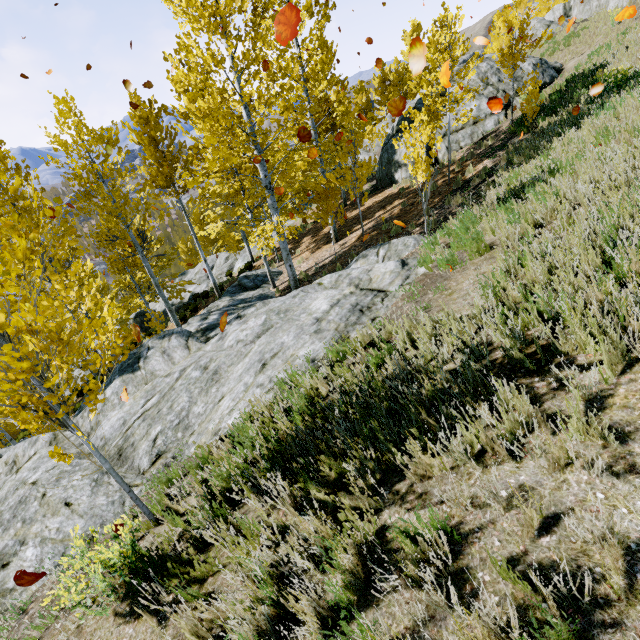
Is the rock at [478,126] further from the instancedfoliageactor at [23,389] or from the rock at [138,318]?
the rock at [138,318]

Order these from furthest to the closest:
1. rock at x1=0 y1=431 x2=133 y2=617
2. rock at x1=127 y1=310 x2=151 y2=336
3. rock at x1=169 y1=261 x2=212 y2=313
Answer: rock at x1=127 y1=310 x2=151 y2=336, rock at x1=169 y1=261 x2=212 y2=313, rock at x1=0 y1=431 x2=133 y2=617

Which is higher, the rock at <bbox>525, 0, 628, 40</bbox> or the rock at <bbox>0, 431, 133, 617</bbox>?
the rock at <bbox>525, 0, 628, 40</bbox>

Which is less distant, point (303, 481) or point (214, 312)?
point (303, 481)

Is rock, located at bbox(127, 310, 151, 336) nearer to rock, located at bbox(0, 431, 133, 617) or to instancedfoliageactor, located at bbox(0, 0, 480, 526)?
instancedfoliageactor, located at bbox(0, 0, 480, 526)

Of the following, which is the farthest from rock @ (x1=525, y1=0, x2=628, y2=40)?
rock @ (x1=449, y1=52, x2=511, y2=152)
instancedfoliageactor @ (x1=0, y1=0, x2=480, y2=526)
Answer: rock @ (x1=449, y1=52, x2=511, y2=152)

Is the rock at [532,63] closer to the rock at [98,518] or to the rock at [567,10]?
the rock at [567,10]
